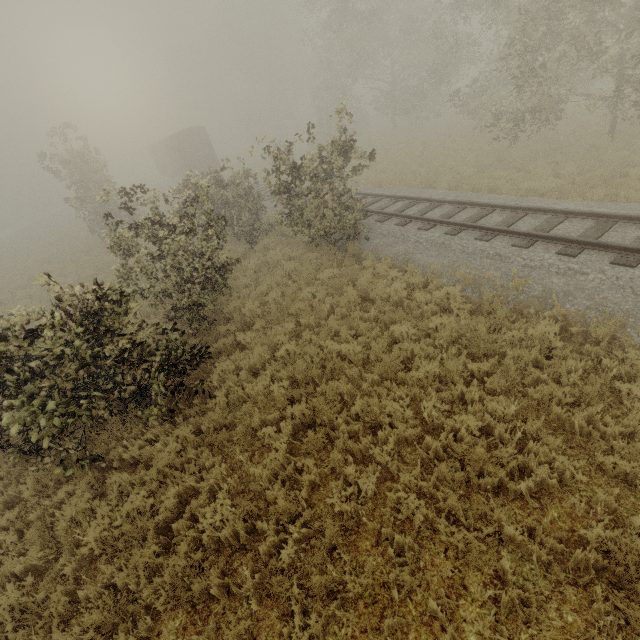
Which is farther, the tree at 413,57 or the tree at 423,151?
the tree at 423,151

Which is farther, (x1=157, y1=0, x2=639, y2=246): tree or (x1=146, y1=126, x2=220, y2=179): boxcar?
(x1=146, y1=126, x2=220, y2=179): boxcar

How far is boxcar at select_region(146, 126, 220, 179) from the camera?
29.8m

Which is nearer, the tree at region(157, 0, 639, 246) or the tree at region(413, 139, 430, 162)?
the tree at region(157, 0, 639, 246)

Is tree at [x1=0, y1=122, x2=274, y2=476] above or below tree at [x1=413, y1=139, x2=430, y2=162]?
above

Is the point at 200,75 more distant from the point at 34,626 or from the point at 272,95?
the point at 34,626

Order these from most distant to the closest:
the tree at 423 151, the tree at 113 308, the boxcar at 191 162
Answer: the boxcar at 191 162, the tree at 423 151, the tree at 113 308

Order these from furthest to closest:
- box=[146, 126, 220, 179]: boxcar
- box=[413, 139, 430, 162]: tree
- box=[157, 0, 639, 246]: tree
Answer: box=[146, 126, 220, 179]: boxcar < box=[413, 139, 430, 162]: tree < box=[157, 0, 639, 246]: tree
